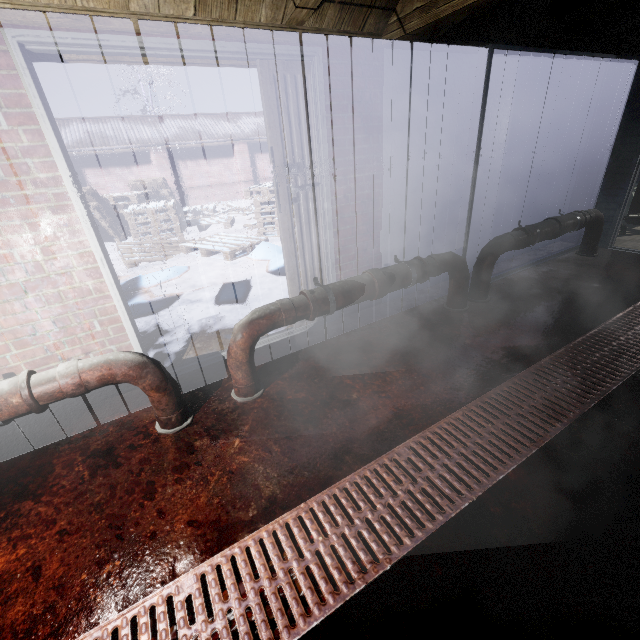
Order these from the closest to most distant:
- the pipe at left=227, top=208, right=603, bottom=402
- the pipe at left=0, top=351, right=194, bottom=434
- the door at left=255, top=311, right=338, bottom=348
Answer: the pipe at left=0, top=351, right=194, bottom=434
the pipe at left=227, top=208, right=603, bottom=402
the door at left=255, top=311, right=338, bottom=348

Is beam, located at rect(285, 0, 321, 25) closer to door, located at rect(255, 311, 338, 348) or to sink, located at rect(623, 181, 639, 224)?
door, located at rect(255, 311, 338, 348)

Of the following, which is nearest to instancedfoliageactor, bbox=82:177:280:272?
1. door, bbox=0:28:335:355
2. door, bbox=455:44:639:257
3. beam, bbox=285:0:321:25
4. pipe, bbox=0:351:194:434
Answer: door, bbox=0:28:335:355

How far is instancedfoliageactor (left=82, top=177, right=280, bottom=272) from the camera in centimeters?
591cm

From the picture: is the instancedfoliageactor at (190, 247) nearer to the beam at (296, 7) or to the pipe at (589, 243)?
the pipe at (589, 243)

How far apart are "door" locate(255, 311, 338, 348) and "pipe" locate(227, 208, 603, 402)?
0.4 meters

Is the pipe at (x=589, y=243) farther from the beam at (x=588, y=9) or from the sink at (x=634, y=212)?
the sink at (x=634, y=212)

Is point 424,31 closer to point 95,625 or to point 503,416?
point 503,416
